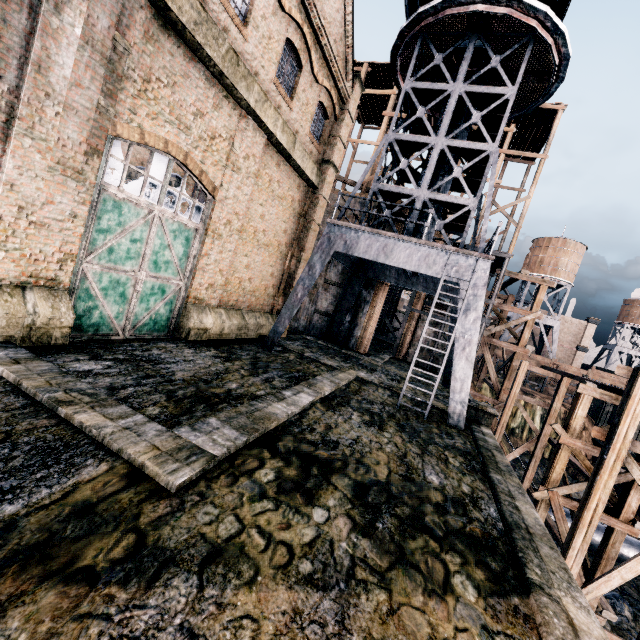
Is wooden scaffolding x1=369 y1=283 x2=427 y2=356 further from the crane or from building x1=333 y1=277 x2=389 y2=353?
the crane

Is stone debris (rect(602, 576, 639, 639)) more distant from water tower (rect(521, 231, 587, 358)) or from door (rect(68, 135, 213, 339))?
water tower (rect(521, 231, 587, 358))

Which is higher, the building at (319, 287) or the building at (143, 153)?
the building at (143, 153)

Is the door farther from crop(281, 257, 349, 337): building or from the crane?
the crane

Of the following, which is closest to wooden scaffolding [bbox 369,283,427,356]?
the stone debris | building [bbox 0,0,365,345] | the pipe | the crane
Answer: building [bbox 0,0,365,345]

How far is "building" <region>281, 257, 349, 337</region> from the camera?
25.2 meters

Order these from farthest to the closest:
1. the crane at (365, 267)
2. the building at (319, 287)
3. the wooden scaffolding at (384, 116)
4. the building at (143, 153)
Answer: the wooden scaffolding at (384, 116)
the building at (319, 287)
the building at (143, 153)
the crane at (365, 267)

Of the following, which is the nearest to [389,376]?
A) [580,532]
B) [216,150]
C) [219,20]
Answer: [580,532]
